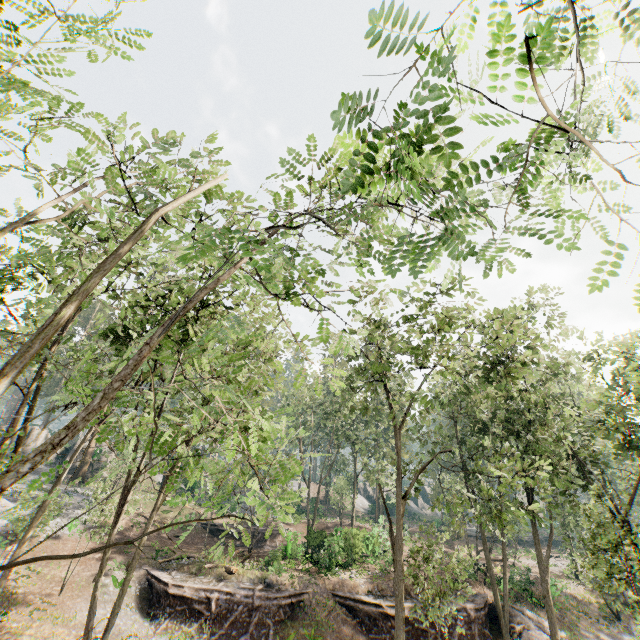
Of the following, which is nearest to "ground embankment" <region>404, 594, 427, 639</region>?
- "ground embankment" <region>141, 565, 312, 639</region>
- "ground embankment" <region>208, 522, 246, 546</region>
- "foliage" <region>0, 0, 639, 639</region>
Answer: "foliage" <region>0, 0, 639, 639</region>

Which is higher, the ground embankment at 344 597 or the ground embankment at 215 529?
the ground embankment at 215 529

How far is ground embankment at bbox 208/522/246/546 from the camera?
32.37m

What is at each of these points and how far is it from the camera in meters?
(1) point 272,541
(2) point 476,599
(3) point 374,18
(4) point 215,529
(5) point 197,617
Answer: (1) ground embankment, 33.3 m
(2) ground embankment, 23.3 m
(3) foliage, 1.8 m
(4) ground embankment, 33.2 m
(5) ground embankment, 19.9 m

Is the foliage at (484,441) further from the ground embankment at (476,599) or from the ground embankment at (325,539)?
the ground embankment at (325,539)

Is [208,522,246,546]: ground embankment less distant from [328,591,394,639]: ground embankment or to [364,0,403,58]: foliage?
[364,0,403,58]: foliage

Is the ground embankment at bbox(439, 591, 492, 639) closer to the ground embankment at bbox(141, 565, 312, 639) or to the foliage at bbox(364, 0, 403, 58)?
the foliage at bbox(364, 0, 403, 58)
